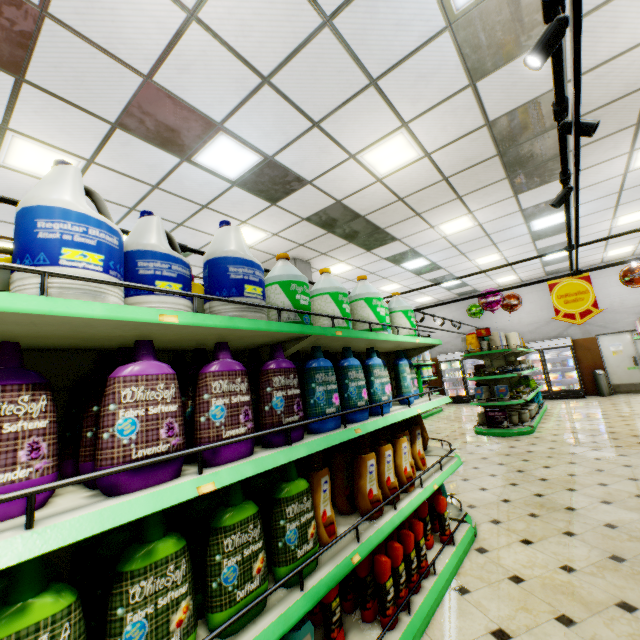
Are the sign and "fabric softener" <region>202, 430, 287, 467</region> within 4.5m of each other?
no

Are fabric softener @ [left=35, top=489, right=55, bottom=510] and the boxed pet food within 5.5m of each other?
no

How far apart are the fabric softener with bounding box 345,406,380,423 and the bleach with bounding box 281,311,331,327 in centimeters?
14cm

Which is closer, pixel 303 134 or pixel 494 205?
pixel 303 134

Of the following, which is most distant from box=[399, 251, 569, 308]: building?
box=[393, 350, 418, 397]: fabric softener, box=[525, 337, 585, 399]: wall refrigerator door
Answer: box=[393, 350, 418, 397]: fabric softener

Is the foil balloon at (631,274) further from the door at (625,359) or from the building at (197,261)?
the door at (625,359)

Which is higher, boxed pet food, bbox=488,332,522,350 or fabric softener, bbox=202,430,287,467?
boxed pet food, bbox=488,332,522,350

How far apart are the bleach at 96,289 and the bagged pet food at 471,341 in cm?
812
